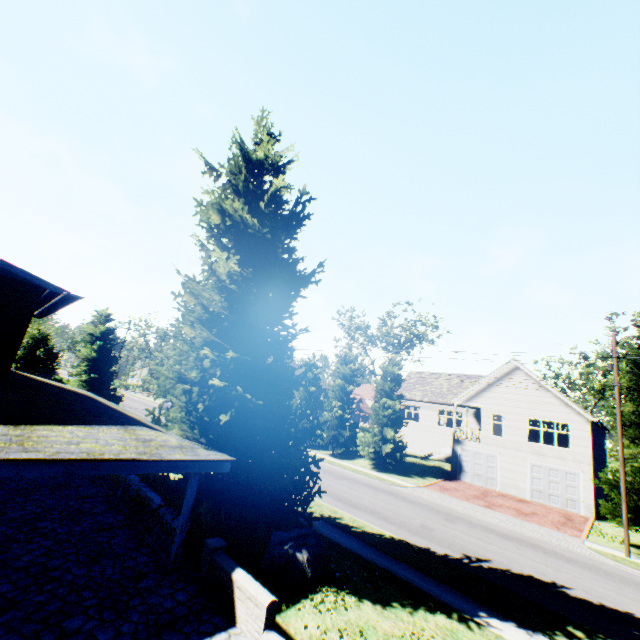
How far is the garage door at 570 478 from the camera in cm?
2372

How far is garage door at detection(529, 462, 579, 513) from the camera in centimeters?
2372cm

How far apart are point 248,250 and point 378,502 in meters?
16.3 m

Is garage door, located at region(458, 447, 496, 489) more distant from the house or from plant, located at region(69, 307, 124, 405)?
the house

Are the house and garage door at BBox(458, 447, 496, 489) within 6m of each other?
no

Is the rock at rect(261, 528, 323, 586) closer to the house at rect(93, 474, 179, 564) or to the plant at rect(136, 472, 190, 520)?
the plant at rect(136, 472, 190, 520)

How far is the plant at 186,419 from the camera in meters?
10.1 m

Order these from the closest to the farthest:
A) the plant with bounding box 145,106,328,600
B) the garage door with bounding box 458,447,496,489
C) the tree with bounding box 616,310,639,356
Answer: the plant with bounding box 145,106,328,600 → the tree with bounding box 616,310,639,356 → the garage door with bounding box 458,447,496,489
